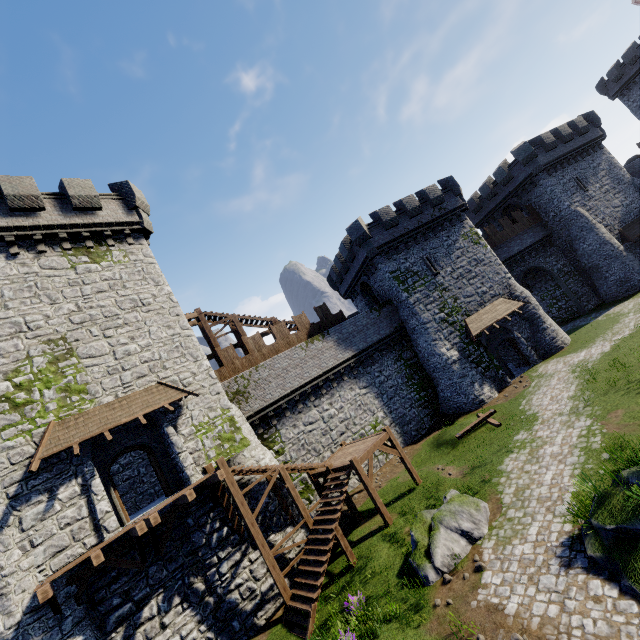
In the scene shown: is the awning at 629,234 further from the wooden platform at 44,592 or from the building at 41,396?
the wooden platform at 44,592

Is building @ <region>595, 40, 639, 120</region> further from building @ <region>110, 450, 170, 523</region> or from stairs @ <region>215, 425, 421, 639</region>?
building @ <region>110, 450, 170, 523</region>

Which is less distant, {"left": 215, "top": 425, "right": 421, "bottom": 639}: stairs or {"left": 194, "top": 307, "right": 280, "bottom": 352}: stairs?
{"left": 215, "top": 425, "right": 421, "bottom": 639}: stairs

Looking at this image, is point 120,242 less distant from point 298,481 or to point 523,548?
point 298,481

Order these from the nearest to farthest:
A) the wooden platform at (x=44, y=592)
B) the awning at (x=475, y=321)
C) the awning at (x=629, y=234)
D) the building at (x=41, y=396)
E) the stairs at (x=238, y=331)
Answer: the wooden platform at (x=44, y=592) → the building at (x=41, y=396) → the stairs at (x=238, y=331) → the awning at (x=475, y=321) → the awning at (x=629, y=234)

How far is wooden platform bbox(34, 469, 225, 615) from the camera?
10.17m

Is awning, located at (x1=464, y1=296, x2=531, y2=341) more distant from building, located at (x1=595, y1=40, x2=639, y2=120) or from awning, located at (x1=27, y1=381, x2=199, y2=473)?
building, located at (x1=595, y1=40, x2=639, y2=120)

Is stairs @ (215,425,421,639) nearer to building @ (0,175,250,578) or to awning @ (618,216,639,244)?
building @ (0,175,250,578)
